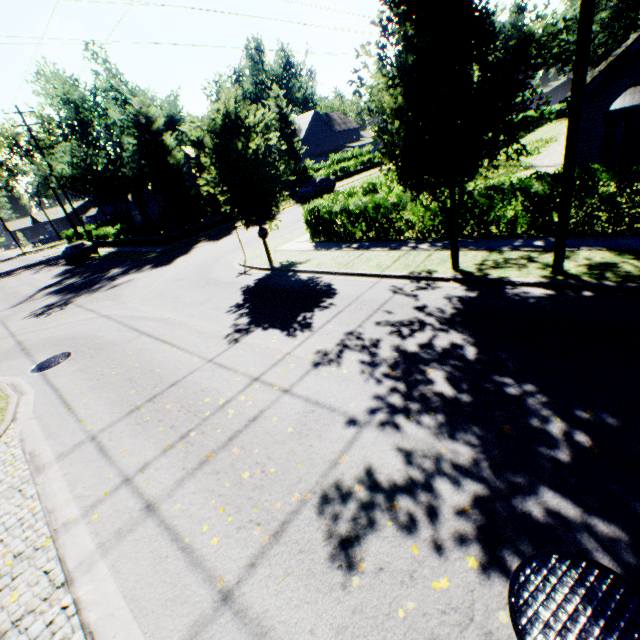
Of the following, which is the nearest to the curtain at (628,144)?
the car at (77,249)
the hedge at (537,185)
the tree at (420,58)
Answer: the tree at (420,58)

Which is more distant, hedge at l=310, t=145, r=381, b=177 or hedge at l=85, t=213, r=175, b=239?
hedge at l=310, t=145, r=381, b=177

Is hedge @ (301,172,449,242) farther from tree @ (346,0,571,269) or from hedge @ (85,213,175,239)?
hedge @ (85,213,175,239)

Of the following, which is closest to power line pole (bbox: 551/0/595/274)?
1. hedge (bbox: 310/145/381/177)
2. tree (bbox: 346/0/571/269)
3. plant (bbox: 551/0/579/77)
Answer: tree (bbox: 346/0/571/269)

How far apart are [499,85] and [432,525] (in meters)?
7.61

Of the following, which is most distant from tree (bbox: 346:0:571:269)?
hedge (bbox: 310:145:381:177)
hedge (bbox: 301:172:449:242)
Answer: hedge (bbox: 301:172:449:242)

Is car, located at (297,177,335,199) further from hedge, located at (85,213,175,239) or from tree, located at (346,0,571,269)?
hedge, located at (85,213,175,239)

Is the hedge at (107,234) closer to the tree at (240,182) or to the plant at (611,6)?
the tree at (240,182)
